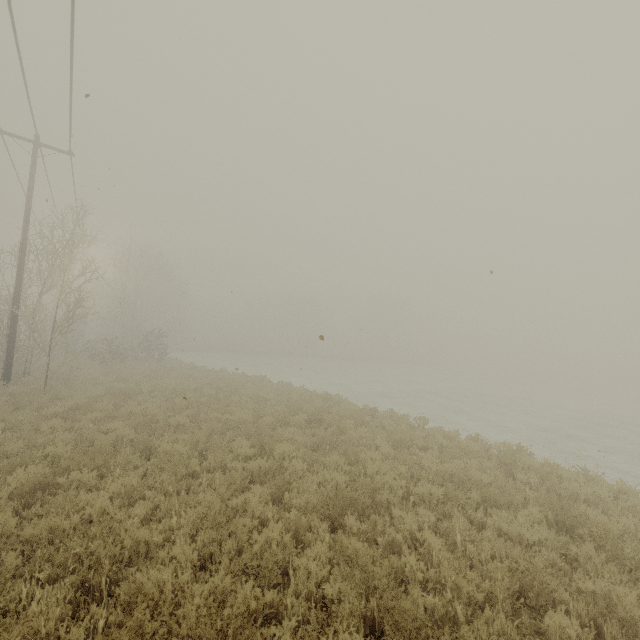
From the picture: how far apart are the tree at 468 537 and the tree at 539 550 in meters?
0.7

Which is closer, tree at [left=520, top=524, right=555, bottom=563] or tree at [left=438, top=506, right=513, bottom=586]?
tree at [left=438, top=506, right=513, bottom=586]

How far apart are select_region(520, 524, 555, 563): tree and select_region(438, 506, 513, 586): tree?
0.7 meters

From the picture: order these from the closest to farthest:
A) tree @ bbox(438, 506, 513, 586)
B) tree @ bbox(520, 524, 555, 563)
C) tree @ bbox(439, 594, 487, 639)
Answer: tree @ bbox(439, 594, 487, 639), tree @ bbox(438, 506, 513, 586), tree @ bbox(520, 524, 555, 563)

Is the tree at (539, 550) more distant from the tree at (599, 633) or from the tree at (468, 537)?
the tree at (599, 633)

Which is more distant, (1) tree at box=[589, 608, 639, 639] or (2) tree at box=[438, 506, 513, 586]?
(2) tree at box=[438, 506, 513, 586]

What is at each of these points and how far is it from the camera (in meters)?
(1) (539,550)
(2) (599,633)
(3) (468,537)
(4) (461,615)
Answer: (1) tree, 5.40
(2) tree, 3.86
(3) tree, 5.55
(4) tree, 3.72

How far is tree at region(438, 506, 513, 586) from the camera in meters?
4.5
